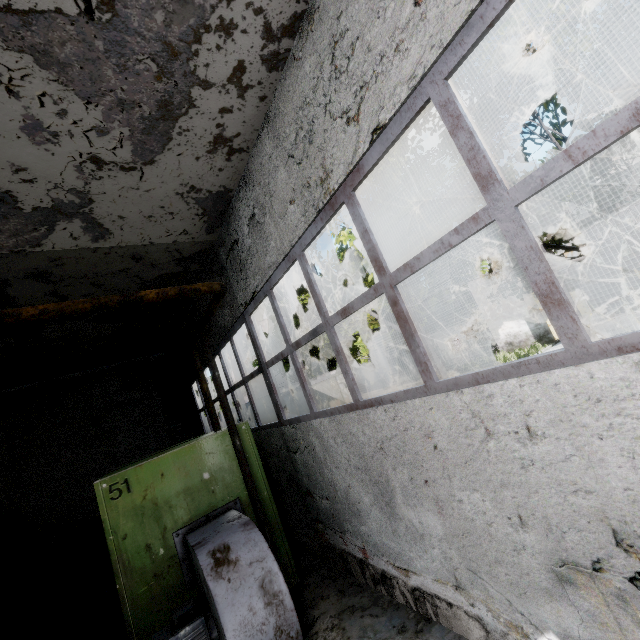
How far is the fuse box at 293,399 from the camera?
16.1m

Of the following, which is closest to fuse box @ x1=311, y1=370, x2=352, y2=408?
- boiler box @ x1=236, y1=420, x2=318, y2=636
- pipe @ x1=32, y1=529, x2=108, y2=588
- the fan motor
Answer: pipe @ x1=32, y1=529, x2=108, y2=588

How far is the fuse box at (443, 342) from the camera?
22.8 meters

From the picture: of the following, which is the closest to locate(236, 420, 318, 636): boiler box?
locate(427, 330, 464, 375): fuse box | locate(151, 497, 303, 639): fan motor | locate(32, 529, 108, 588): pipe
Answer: locate(151, 497, 303, 639): fan motor

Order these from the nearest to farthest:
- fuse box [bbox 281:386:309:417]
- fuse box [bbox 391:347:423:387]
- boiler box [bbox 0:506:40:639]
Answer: boiler box [bbox 0:506:40:639], fuse box [bbox 281:386:309:417], fuse box [bbox 391:347:423:387]

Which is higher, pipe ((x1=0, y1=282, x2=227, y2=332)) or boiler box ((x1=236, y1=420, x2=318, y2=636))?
pipe ((x1=0, y1=282, x2=227, y2=332))

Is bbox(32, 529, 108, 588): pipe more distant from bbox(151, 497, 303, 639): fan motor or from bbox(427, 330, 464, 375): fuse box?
bbox(427, 330, 464, 375): fuse box

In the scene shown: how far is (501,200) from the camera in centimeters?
236cm
